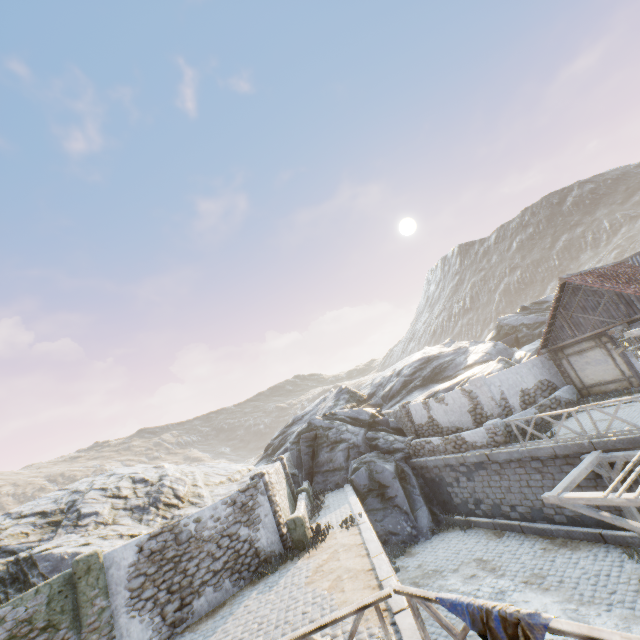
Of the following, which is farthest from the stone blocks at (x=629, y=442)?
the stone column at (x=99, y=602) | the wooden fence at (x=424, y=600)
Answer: the stone column at (x=99, y=602)

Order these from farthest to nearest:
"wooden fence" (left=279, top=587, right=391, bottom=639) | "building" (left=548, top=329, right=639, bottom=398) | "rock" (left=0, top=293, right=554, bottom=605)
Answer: "building" (left=548, top=329, right=639, bottom=398), "rock" (left=0, top=293, right=554, bottom=605), "wooden fence" (left=279, top=587, right=391, bottom=639)

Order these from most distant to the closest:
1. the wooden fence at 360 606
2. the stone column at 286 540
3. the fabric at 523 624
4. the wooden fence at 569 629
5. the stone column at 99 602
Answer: the stone column at 286 540 < the stone column at 99 602 < the wooden fence at 360 606 < the fabric at 523 624 < the wooden fence at 569 629

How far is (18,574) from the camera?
10.79m

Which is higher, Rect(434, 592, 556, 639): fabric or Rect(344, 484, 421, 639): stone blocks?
Rect(434, 592, 556, 639): fabric

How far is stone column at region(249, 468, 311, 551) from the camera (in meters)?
12.40

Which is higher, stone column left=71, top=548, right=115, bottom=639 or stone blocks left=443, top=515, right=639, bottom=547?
stone column left=71, top=548, right=115, bottom=639

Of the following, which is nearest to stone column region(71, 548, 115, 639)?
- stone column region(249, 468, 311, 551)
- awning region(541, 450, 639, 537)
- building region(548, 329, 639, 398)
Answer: stone column region(249, 468, 311, 551)
